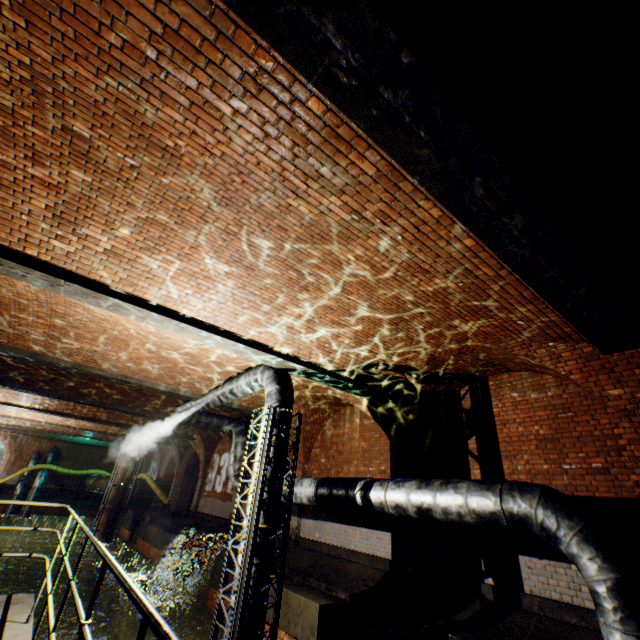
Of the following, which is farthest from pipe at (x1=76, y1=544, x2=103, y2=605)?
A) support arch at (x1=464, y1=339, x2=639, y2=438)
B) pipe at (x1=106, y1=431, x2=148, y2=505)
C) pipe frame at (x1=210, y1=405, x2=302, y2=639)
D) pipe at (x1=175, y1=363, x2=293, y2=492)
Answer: support arch at (x1=464, y1=339, x2=639, y2=438)

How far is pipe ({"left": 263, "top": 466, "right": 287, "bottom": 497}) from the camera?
5.7 meters

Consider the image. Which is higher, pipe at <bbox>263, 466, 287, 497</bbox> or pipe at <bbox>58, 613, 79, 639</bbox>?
pipe at <bbox>263, 466, 287, 497</bbox>

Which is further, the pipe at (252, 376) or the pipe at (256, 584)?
the pipe at (252, 376)

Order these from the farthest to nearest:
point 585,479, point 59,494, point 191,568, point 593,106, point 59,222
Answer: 1. point 59,494
2. point 191,568
3. point 585,479
4. point 59,222
5. point 593,106

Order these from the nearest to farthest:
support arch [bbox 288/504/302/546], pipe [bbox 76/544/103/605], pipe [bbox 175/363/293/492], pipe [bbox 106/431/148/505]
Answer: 1. pipe [bbox 175/363/293/492]
2. support arch [bbox 288/504/302/546]
3. pipe [bbox 76/544/103/605]
4. pipe [bbox 106/431/148/505]

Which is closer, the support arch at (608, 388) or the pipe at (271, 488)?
the support arch at (608, 388)

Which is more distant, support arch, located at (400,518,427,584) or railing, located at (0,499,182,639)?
support arch, located at (400,518,427,584)
